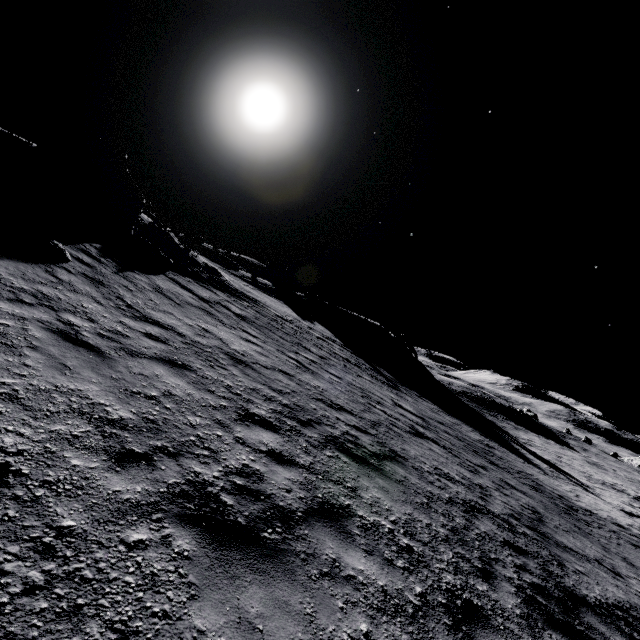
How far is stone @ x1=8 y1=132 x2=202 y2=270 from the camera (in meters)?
12.56

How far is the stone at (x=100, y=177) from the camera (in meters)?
12.56

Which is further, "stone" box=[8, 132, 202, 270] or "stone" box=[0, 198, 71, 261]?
"stone" box=[8, 132, 202, 270]

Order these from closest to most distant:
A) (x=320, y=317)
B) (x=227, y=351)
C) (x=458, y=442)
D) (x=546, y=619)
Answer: (x=546, y=619), (x=227, y=351), (x=458, y=442), (x=320, y=317)

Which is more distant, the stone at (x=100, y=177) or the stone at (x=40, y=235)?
the stone at (x=100, y=177)

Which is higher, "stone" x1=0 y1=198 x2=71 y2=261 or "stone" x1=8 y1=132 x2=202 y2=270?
"stone" x1=8 y1=132 x2=202 y2=270
